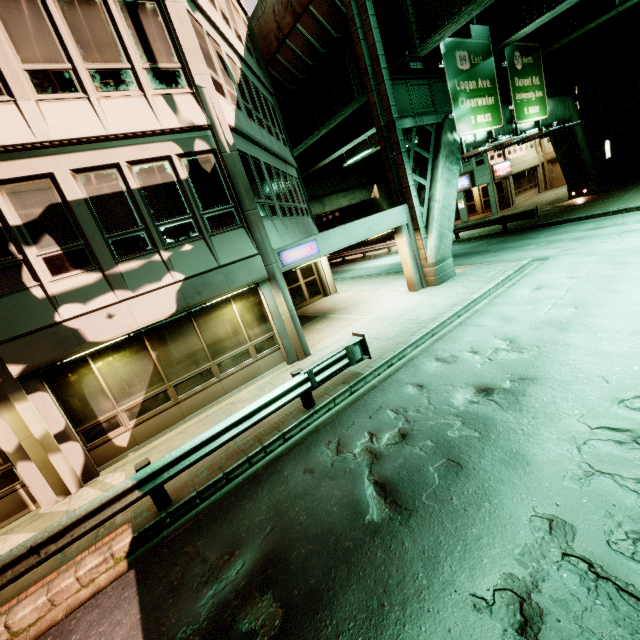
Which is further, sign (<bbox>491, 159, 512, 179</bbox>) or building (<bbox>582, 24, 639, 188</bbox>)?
sign (<bbox>491, 159, 512, 179</bbox>)

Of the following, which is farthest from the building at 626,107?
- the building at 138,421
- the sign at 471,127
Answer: the building at 138,421

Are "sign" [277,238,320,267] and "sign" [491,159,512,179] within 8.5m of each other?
no

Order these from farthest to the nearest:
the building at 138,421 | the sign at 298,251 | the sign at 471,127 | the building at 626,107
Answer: the building at 626,107
the sign at 471,127
the sign at 298,251
the building at 138,421

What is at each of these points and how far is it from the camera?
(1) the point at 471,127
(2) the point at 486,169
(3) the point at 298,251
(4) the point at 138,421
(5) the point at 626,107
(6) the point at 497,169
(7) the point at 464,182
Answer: (1) sign, 14.3 meters
(2) building, 30.1 meters
(3) sign, 10.7 meters
(4) building, 8.6 meters
(5) building, 22.4 meters
(6) sign, 30.3 meters
(7) sign, 31.6 meters

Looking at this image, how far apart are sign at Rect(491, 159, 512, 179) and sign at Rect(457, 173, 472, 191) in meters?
1.7

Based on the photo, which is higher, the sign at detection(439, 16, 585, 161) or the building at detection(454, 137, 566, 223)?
the sign at detection(439, 16, 585, 161)

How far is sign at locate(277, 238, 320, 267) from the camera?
10.4m
